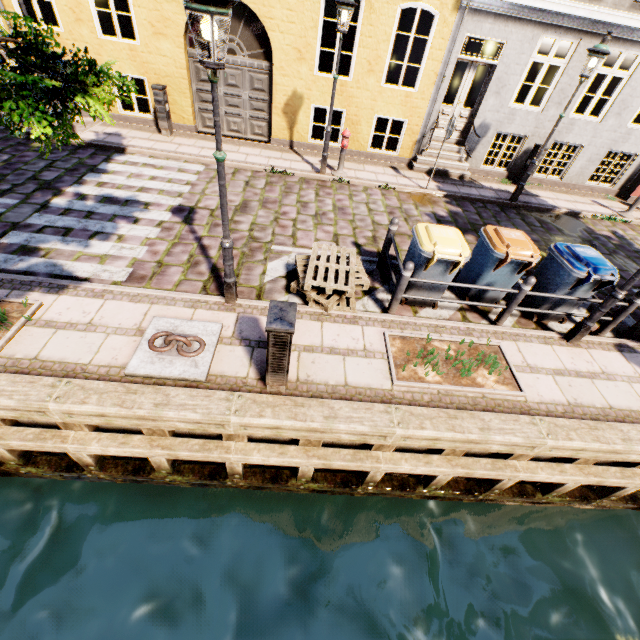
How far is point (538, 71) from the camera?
16.8m

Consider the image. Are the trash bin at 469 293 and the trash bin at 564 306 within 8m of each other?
yes

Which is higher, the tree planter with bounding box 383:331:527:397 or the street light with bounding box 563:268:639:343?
the street light with bounding box 563:268:639:343

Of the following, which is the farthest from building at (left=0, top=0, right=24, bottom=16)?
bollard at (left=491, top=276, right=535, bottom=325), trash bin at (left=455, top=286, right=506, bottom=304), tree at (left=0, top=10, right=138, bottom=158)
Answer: bollard at (left=491, top=276, right=535, bottom=325)

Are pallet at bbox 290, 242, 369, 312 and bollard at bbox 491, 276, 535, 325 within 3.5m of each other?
yes

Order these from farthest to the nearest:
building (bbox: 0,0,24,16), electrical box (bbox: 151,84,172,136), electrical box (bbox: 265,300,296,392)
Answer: electrical box (bbox: 151,84,172,136) → building (bbox: 0,0,24,16) → electrical box (bbox: 265,300,296,392)

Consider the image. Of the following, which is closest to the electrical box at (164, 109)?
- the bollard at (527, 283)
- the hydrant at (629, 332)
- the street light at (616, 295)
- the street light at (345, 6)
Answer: the street light at (345, 6)

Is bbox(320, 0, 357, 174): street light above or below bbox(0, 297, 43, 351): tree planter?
above
